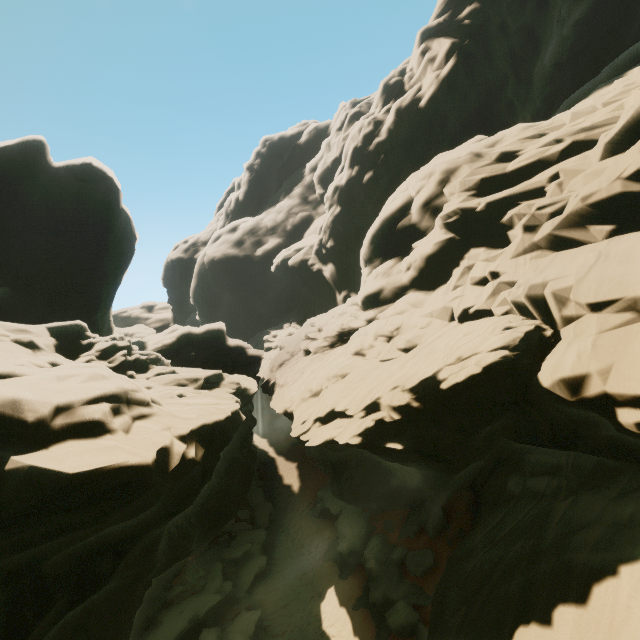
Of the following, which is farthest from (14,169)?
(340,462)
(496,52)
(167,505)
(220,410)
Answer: (496,52)
